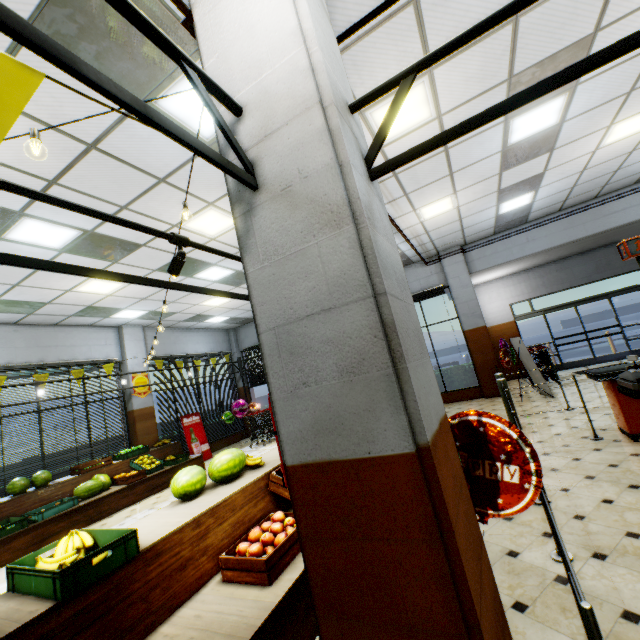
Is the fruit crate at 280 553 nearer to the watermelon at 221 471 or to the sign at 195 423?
the watermelon at 221 471

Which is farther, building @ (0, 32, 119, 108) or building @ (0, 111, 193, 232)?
building @ (0, 111, 193, 232)

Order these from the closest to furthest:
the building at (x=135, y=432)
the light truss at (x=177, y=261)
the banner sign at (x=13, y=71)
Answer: the banner sign at (x=13, y=71) → the light truss at (x=177, y=261) → the building at (x=135, y=432)

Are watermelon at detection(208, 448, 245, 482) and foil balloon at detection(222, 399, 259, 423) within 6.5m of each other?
no

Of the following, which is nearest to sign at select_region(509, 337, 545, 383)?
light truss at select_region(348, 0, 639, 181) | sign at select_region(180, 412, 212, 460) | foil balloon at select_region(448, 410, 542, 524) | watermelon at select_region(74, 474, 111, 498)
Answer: foil balloon at select_region(448, 410, 542, 524)

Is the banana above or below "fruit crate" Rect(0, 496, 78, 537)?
above

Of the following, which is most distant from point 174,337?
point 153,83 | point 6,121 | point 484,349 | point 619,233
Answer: point 619,233
